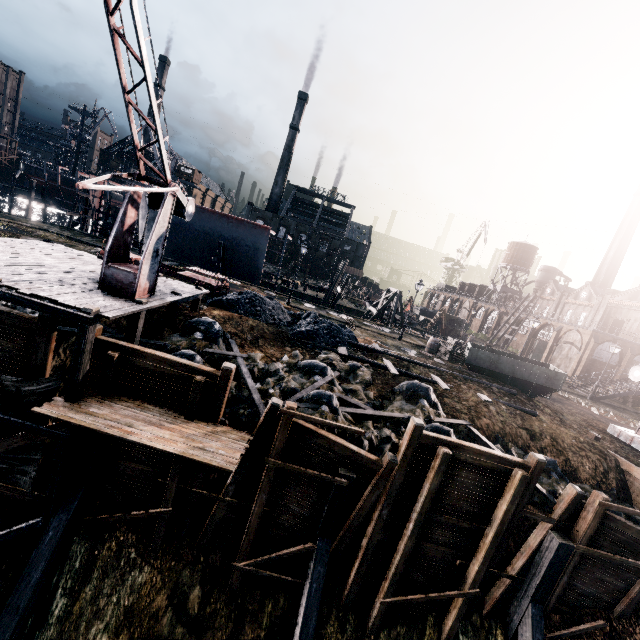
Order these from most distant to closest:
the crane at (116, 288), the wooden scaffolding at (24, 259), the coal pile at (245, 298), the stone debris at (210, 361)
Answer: the coal pile at (245, 298) < the stone debris at (210, 361) < the wooden scaffolding at (24, 259) < the crane at (116, 288)

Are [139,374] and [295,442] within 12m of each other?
yes

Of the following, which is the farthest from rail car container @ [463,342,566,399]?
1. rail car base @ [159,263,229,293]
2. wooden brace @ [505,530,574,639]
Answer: rail car base @ [159,263,229,293]

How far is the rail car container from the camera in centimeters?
2019cm

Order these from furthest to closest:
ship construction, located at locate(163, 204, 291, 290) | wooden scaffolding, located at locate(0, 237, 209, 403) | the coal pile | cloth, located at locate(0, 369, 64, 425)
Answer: ship construction, located at locate(163, 204, 291, 290) < the coal pile < cloth, located at locate(0, 369, 64, 425) < wooden scaffolding, located at locate(0, 237, 209, 403)

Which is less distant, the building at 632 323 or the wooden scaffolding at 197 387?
the wooden scaffolding at 197 387

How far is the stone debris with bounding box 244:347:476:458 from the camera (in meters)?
12.59

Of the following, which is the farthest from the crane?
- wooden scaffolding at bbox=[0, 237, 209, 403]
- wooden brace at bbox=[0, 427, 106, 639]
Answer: wooden brace at bbox=[0, 427, 106, 639]
